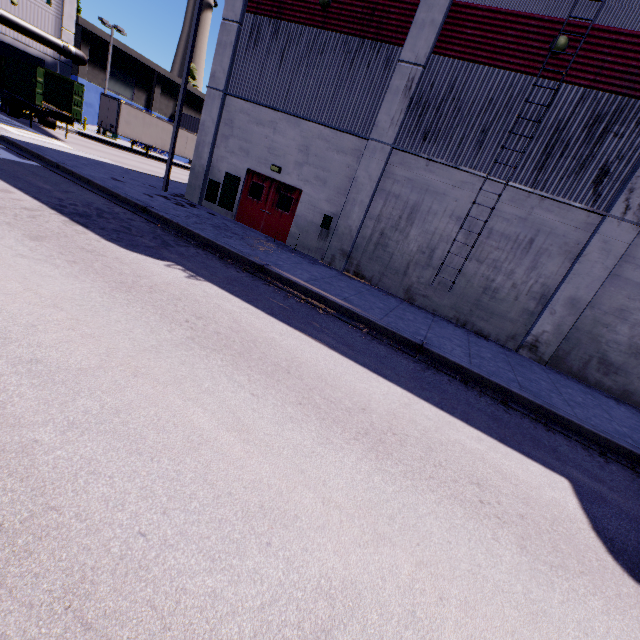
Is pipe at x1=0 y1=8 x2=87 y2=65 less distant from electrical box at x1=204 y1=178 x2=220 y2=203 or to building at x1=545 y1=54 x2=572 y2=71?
building at x1=545 y1=54 x2=572 y2=71

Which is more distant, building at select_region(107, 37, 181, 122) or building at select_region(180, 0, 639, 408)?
building at select_region(107, 37, 181, 122)

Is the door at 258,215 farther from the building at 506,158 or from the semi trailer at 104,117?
the semi trailer at 104,117

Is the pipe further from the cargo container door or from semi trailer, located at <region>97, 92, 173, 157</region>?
the cargo container door

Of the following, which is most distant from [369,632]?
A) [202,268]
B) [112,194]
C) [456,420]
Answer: [112,194]

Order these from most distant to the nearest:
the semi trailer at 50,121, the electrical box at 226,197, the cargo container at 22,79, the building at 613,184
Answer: the semi trailer at 50,121, the cargo container at 22,79, the electrical box at 226,197, the building at 613,184

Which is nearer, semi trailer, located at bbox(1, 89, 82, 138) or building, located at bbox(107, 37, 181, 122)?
semi trailer, located at bbox(1, 89, 82, 138)

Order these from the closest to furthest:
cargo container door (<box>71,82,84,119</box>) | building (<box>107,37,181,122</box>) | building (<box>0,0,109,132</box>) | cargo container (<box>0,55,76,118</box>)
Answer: cargo container door (<box>71,82,84,119</box>)
cargo container (<box>0,55,76,118</box>)
building (<box>0,0,109,132</box>)
building (<box>107,37,181,122</box>)
